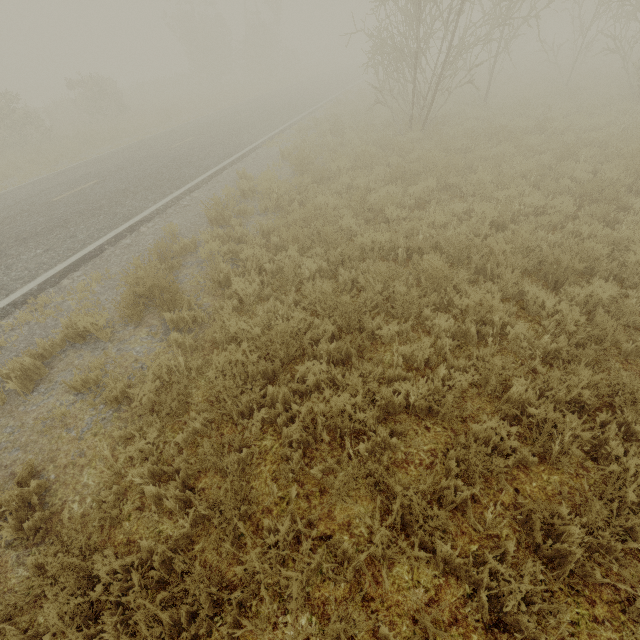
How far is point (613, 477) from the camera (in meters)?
2.90
